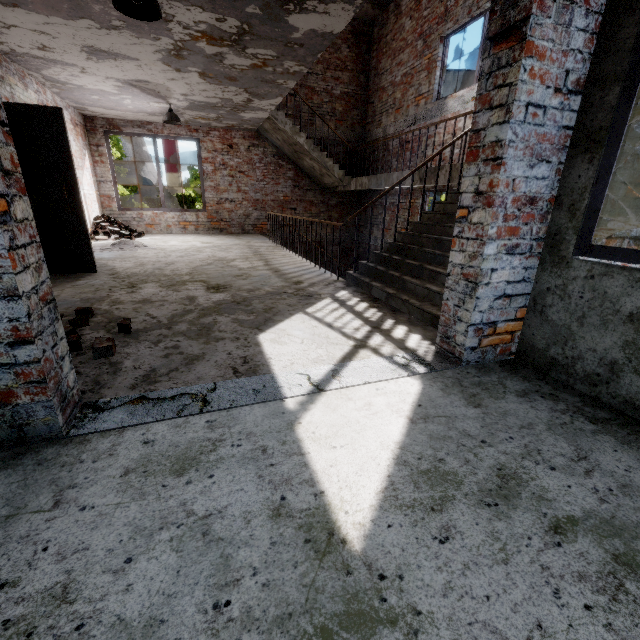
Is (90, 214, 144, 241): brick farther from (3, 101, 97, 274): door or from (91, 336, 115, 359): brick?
(91, 336, 115, 359): brick

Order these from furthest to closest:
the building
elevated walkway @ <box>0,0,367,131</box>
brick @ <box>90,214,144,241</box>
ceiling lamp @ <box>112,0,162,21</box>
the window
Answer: brick @ <box>90,214,144,241</box>
elevated walkway @ <box>0,0,367,131</box>
ceiling lamp @ <box>112,0,162,21</box>
the window
the building

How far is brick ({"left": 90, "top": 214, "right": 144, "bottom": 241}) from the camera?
8.5m

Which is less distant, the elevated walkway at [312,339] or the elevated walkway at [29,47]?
the elevated walkway at [312,339]

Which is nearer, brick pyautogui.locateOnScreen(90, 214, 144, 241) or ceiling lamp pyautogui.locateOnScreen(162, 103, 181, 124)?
ceiling lamp pyautogui.locateOnScreen(162, 103, 181, 124)

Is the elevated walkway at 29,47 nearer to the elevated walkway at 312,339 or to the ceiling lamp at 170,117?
the ceiling lamp at 170,117

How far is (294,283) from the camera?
4.6m

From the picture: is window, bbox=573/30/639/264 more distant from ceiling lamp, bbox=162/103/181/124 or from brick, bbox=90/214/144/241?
brick, bbox=90/214/144/241
